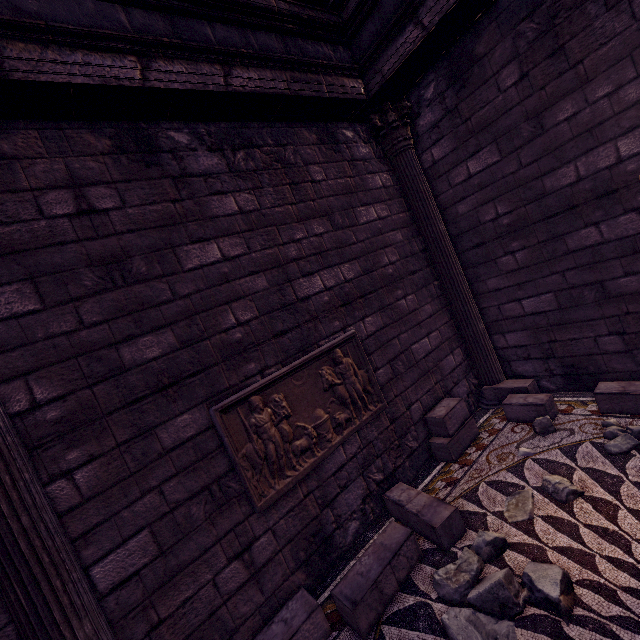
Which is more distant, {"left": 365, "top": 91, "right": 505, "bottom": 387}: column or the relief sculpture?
{"left": 365, "top": 91, "right": 505, "bottom": 387}: column

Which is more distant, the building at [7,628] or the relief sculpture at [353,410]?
the relief sculpture at [353,410]

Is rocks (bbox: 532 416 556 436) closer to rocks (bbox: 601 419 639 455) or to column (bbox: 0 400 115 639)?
rocks (bbox: 601 419 639 455)

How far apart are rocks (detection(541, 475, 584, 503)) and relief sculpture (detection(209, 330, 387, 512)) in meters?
1.6 m

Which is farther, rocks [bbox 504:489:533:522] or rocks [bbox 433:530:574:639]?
rocks [bbox 504:489:533:522]

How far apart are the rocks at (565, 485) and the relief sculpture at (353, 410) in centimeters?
155cm

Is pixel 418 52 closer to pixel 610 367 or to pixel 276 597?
pixel 610 367
